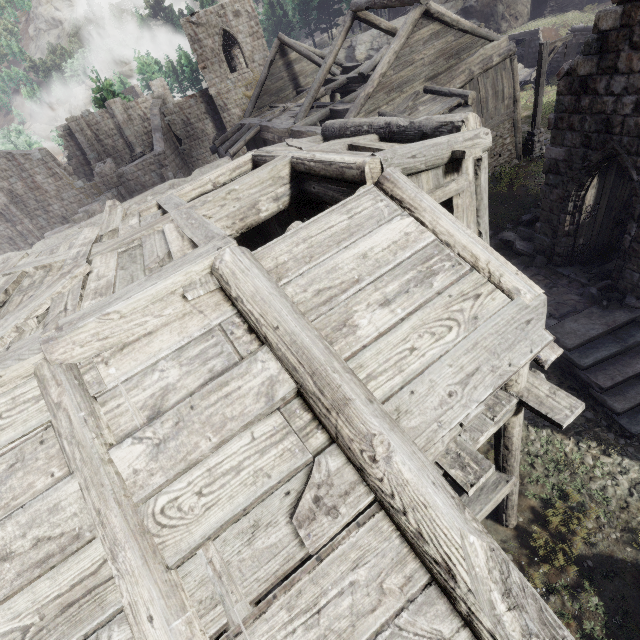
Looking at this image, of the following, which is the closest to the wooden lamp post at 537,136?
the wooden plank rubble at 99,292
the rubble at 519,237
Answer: the rubble at 519,237

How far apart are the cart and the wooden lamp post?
8.9 meters

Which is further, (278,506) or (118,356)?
(118,356)

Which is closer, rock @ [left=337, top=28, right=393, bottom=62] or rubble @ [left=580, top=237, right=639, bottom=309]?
rubble @ [left=580, top=237, right=639, bottom=309]

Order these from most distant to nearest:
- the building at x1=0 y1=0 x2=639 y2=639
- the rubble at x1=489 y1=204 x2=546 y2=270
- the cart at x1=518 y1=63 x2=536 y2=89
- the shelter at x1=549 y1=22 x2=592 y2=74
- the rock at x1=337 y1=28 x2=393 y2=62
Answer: the rock at x1=337 y1=28 x2=393 y2=62
the cart at x1=518 y1=63 x2=536 y2=89
the shelter at x1=549 y1=22 x2=592 y2=74
the rubble at x1=489 y1=204 x2=546 y2=270
the building at x1=0 y1=0 x2=639 y2=639

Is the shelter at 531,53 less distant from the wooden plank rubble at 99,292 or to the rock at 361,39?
the rock at 361,39

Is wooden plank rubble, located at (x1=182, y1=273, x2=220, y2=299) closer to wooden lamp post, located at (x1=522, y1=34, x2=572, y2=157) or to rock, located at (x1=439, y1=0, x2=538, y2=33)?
wooden lamp post, located at (x1=522, y1=34, x2=572, y2=157)

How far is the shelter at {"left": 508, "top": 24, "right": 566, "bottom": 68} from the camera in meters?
23.7 m
